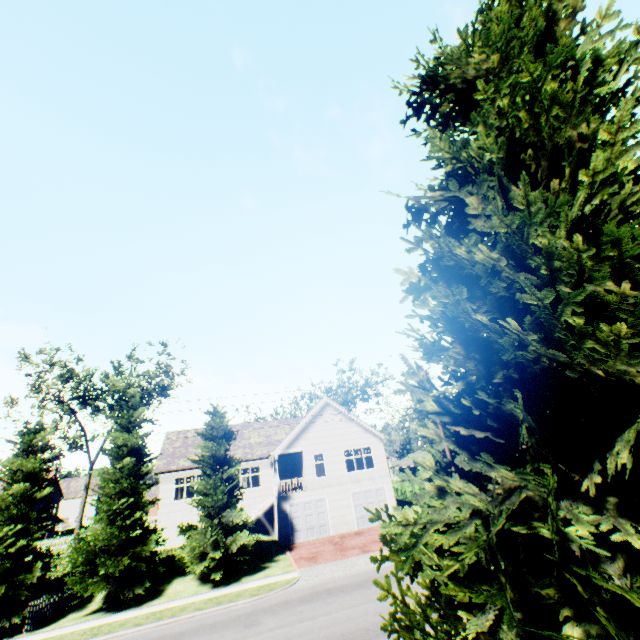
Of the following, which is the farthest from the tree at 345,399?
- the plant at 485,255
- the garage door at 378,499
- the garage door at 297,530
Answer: the garage door at 297,530

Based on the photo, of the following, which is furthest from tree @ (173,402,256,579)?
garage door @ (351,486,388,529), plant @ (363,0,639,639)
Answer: garage door @ (351,486,388,529)

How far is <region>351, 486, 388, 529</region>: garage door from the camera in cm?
2713

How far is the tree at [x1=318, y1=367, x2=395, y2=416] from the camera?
44.8 meters

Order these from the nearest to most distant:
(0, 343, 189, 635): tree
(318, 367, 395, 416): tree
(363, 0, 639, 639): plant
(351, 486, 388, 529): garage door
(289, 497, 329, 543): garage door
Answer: (363, 0, 639, 639): plant, (0, 343, 189, 635): tree, (289, 497, 329, 543): garage door, (351, 486, 388, 529): garage door, (318, 367, 395, 416): tree

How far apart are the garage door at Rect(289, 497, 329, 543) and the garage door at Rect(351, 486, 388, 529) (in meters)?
2.16

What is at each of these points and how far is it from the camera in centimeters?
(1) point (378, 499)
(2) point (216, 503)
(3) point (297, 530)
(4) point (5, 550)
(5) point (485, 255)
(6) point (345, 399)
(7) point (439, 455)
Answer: (1) garage door, 2819cm
(2) tree, 2044cm
(3) garage door, 2575cm
(4) tree, 1775cm
(5) plant, 445cm
(6) tree, 5138cm
(7) tree, 2556cm

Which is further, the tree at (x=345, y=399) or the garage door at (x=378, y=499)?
the tree at (x=345, y=399)
